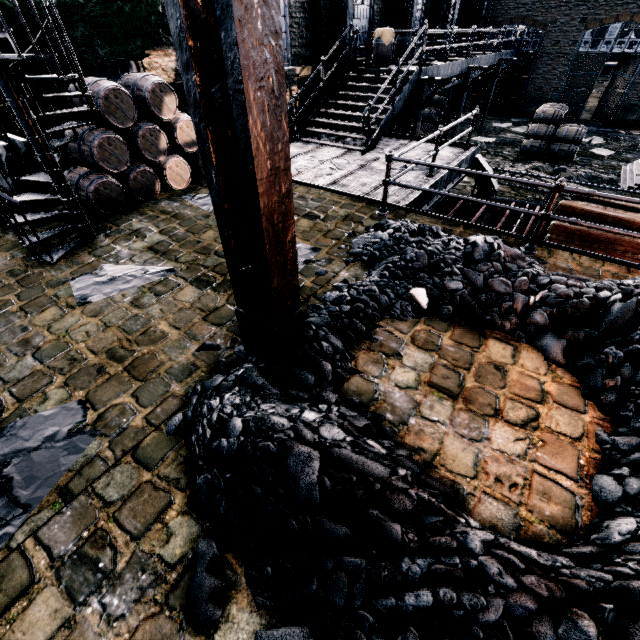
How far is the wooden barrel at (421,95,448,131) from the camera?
19.3m

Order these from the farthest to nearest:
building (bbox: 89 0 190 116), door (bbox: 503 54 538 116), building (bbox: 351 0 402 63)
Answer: door (bbox: 503 54 538 116) < building (bbox: 351 0 402 63) < building (bbox: 89 0 190 116)

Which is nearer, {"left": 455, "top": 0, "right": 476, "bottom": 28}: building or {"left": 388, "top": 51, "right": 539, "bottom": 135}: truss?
{"left": 388, "top": 51, "right": 539, "bottom": 135}: truss

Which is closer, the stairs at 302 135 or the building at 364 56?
the stairs at 302 135

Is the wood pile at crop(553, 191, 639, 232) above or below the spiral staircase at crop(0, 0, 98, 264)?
below

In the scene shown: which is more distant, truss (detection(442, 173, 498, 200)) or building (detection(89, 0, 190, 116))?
truss (detection(442, 173, 498, 200))

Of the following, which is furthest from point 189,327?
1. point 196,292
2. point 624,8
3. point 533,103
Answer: point 624,8

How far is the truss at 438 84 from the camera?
11.86m
